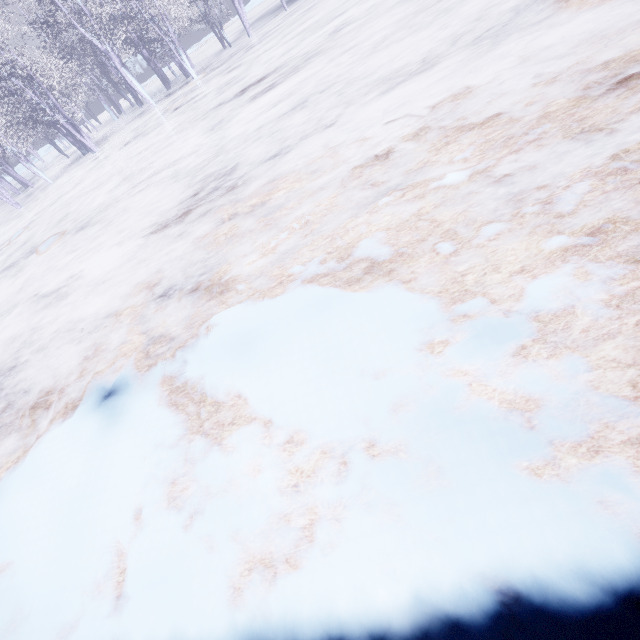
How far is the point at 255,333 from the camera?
2.41m
